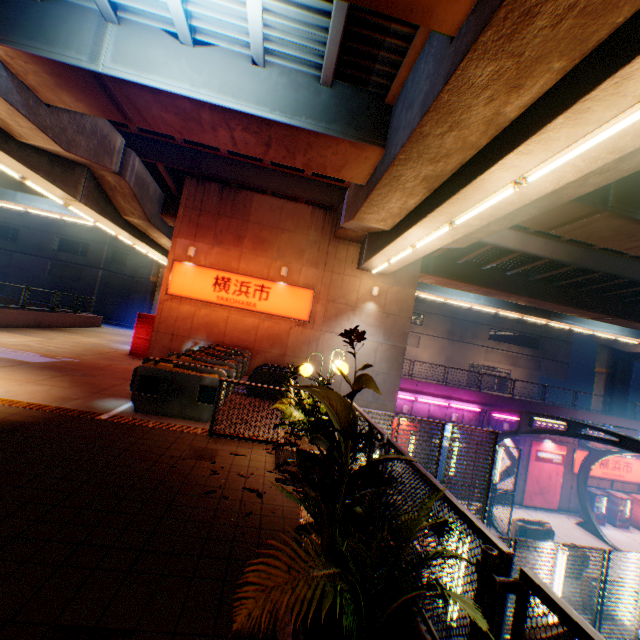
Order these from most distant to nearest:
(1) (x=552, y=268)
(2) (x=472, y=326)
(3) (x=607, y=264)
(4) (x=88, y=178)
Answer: (2) (x=472, y=326) < (1) (x=552, y=268) < (3) (x=607, y=264) < (4) (x=88, y=178)

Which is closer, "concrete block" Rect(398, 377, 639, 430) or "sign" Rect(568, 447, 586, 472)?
"concrete block" Rect(398, 377, 639, 430)

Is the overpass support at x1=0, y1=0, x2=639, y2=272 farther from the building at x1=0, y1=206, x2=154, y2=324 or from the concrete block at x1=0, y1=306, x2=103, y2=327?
the building at x1=0, y1=206, x2=154, y2=324

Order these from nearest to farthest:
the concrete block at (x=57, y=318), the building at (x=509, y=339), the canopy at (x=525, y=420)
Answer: the canopy at (x=525, y=420)
the concrete block at (x=57, y=318)
the building at (x=509, y=339)

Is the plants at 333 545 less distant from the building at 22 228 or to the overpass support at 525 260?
the overpass support at 525 260

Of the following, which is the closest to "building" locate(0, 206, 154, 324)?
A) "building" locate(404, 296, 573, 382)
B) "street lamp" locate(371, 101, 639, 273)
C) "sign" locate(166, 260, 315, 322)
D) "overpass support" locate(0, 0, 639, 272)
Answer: "building" locate(404, 296, 573, 382)

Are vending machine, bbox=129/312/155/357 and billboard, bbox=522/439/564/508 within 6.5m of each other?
no

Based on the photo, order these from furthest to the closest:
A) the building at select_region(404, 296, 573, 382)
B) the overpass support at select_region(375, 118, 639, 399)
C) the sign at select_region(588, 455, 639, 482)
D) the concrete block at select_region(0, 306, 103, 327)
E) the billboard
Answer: the building at select_region(404, 296, 573, 382)
the sign at select_region(588, 455, 639, 482)
the billboard
the concrete block at select_region(0, 306, 103, 327)
the overpass support at select_region(375, 118, 639, 399)
